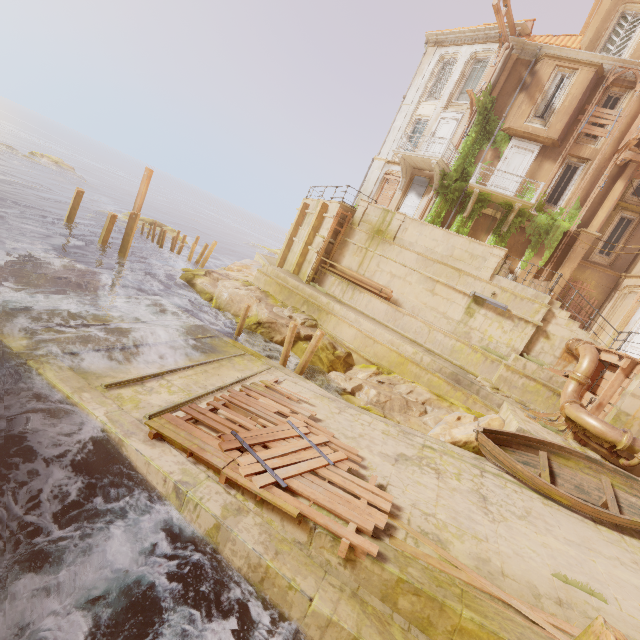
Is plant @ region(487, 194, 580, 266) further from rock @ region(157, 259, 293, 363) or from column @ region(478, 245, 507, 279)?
rock @ region(157, 259, 293, 363)

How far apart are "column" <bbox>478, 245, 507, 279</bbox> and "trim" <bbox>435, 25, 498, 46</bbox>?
13.72m

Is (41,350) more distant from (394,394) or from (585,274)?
(585,274)

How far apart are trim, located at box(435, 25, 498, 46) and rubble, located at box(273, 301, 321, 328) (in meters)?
19.84

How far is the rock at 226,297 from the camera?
15.9 meters

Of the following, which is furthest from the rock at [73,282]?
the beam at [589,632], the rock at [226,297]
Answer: the beam at [589,632]

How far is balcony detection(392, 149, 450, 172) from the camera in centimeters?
1900cm

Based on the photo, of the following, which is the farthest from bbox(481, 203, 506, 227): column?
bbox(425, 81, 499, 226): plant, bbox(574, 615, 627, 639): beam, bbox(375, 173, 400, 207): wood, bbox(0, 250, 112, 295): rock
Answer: bbox(574, 615, 627, 639): beam
